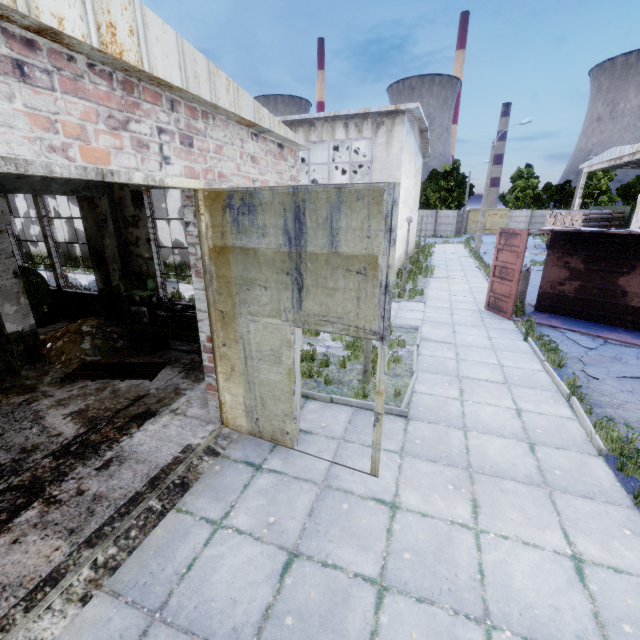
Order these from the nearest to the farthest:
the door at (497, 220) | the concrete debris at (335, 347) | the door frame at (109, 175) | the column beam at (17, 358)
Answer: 1. the door frame at (109, 175)
2. the column beam at (17, 358)
3. the concrete debris at (335, 347)
4. the door at (497, 220)

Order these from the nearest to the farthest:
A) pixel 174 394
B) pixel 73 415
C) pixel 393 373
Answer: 1. pixel 73 415
2. pixel 174 394
3. pixel 393 373

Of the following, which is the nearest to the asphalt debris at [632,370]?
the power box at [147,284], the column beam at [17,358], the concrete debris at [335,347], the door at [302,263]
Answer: the concrete debris at [335,347]

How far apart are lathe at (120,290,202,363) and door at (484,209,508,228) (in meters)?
53.18

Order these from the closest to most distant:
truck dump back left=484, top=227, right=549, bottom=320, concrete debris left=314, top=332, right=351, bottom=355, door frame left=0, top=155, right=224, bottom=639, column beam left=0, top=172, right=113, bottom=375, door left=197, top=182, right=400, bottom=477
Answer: door frame left=0, top=155, right=224, bottom=639 → door left=197, top=182, right=400, bottom=477 → column beam left=0, top=172, right=113, bottom=375 → concrete debris left=314, top=332, right=351, bottom=355 → truck dump back left=484, top=227, right=549, bottom=320

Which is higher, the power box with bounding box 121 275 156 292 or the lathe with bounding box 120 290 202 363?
the power box with bounding box 121 275 156 292

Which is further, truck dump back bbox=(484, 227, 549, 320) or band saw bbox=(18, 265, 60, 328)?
truck dump back bbox=(484, 227, 549, 320)

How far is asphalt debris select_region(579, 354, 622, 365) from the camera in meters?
8.1 m
